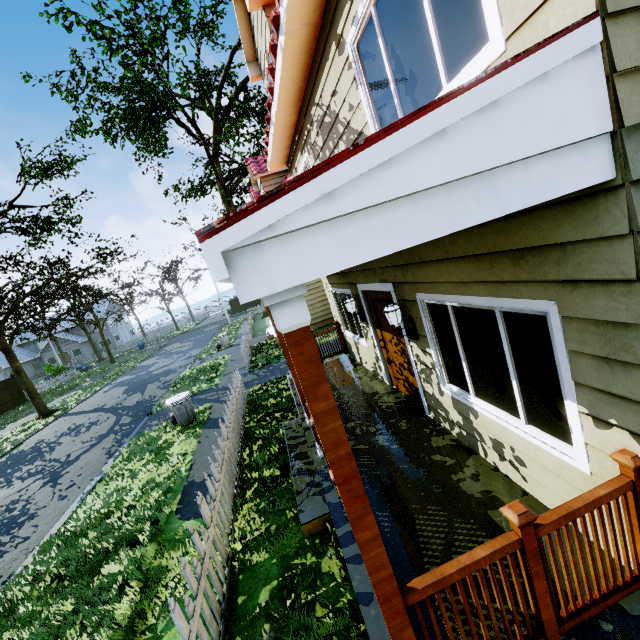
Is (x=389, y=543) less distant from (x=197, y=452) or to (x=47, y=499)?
(x=197, y=452)

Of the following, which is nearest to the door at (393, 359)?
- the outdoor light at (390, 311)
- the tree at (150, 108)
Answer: the outdoor light at (390, 311)

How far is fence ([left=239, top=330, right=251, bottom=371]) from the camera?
13.4 meters

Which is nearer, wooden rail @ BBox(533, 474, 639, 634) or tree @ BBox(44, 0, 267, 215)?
wooden rail @ BBox(533, 474, 639, 634)

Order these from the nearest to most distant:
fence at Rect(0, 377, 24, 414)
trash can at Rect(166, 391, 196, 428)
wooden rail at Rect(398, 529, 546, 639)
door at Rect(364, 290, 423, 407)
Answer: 1. wooden rail at Rect(398, 529, 546, 639)
2. door at Rect(364, 290, 423, 407)
3. trash can at Rect(166, 391, 196, 428)
4. fence at Rect(0, 377, 24, 414)

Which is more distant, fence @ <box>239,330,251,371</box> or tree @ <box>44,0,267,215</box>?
tree @ <box>44,0,267,215</box>

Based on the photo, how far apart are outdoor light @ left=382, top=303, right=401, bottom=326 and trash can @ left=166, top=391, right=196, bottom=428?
7.15m

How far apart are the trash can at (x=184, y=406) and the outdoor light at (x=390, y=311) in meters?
7.2
